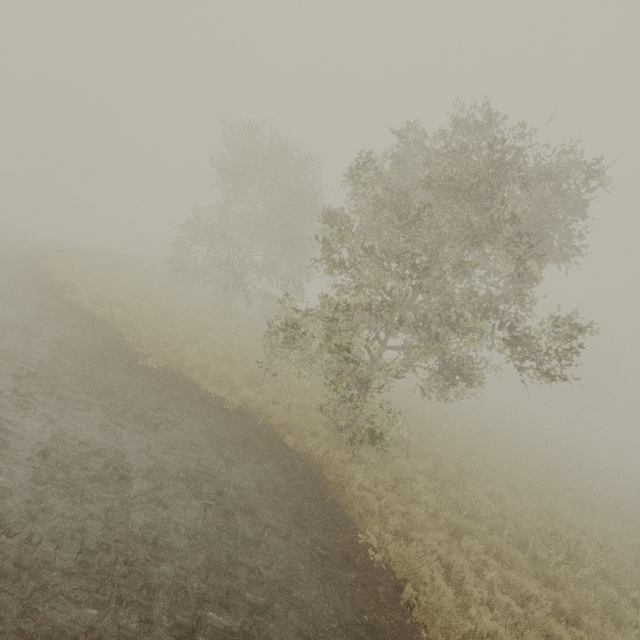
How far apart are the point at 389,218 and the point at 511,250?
3.8m
